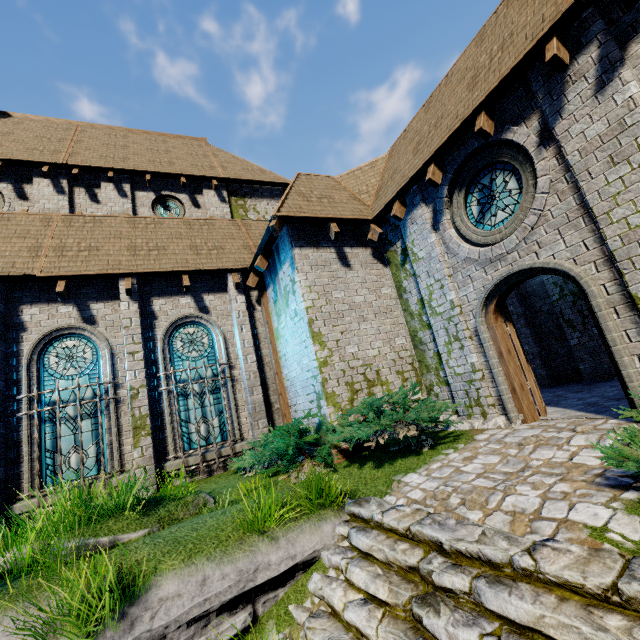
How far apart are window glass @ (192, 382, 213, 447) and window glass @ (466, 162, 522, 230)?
7.7 meters

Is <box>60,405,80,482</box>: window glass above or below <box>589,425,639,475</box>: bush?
above

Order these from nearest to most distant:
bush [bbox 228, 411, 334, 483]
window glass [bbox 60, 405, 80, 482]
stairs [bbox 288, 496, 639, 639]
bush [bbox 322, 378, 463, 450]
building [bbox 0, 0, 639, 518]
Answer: stairs [bbox 288, 496, 639, 639] → building [bbox 0, 0, 639, 518] → bush [bbox 322, 378, 463, 450] → bush [bbox 228, 411, 334, 483] → window glass [bbox 60, 405, 80, 482]

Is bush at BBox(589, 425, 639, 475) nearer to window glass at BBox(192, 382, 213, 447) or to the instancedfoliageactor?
the instancedfoliageactor

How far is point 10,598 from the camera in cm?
386

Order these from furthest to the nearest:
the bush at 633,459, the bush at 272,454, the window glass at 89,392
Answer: the window glass at 89,392 < the bush at 272,454 < the bush at 633,459

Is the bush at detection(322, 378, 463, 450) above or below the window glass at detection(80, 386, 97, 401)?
below

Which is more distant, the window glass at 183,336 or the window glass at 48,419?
the window glass at 183,336
